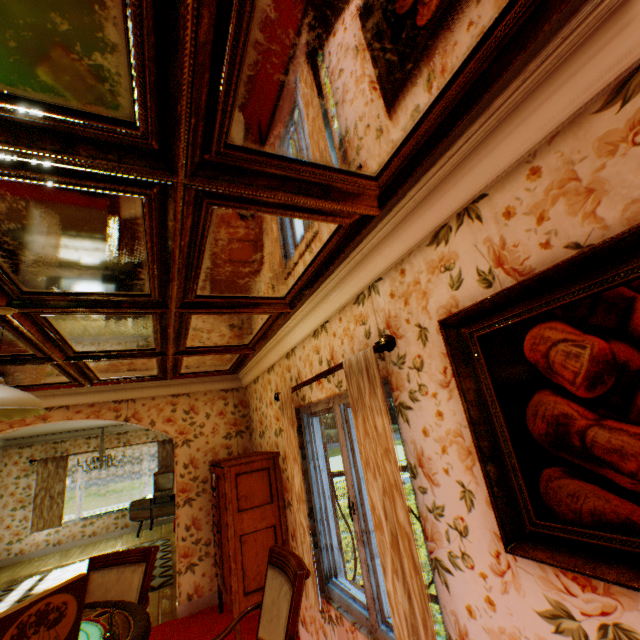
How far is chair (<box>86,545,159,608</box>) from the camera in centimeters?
289cm

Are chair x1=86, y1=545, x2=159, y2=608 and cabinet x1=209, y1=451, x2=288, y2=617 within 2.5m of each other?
yes

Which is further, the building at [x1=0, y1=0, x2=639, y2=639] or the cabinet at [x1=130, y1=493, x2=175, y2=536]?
the cabinet at [x1=130, y1=493, x2=175, y2=536]

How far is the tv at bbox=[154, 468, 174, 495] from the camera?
9.4 meters

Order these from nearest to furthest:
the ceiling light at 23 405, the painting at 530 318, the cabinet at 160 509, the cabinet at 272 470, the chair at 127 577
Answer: the painting at 530 318, the ceiling light at 23 405, the chair at 127 577, the cabinet at 272 470, the cabinet at 160 509

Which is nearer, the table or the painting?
the painting

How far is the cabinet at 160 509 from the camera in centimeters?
916cm

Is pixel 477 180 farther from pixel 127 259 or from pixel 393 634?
pixel 393 634
